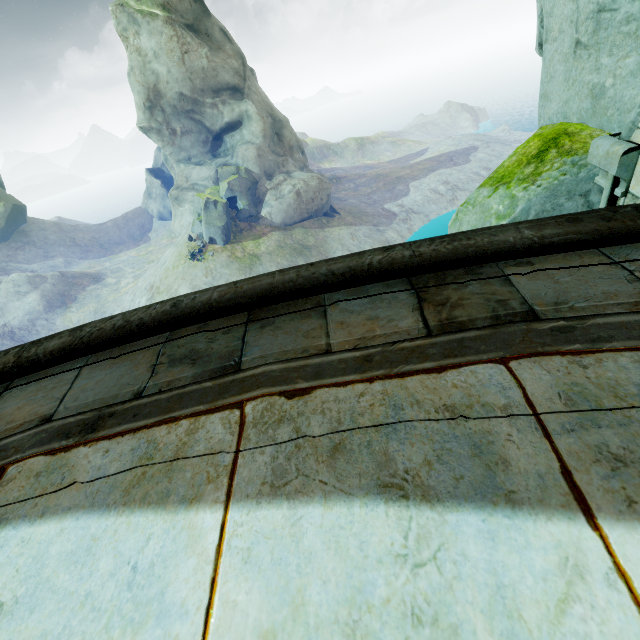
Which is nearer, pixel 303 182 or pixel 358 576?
pixel 358 576

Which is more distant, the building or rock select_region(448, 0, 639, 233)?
rock select_region(448, 0, 639, 233)

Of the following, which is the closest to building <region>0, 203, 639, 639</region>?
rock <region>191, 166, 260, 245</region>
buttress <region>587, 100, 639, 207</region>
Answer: buttress <region>587, 100, 639, 207</region>

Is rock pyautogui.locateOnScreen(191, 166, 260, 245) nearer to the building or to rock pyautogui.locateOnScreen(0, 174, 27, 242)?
the building

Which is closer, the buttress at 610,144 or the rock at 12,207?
the buttress at 610,144

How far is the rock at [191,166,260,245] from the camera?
30.0m

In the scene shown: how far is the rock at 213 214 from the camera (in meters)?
30.02

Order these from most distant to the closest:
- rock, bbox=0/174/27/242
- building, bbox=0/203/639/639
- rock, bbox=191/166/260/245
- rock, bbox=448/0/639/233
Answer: rock, bbox=0/174/27/242 → rock, bbox=191/166/260/245 → rock, bbox=448/0/639/233 → building, bbox=0/203/639/639
